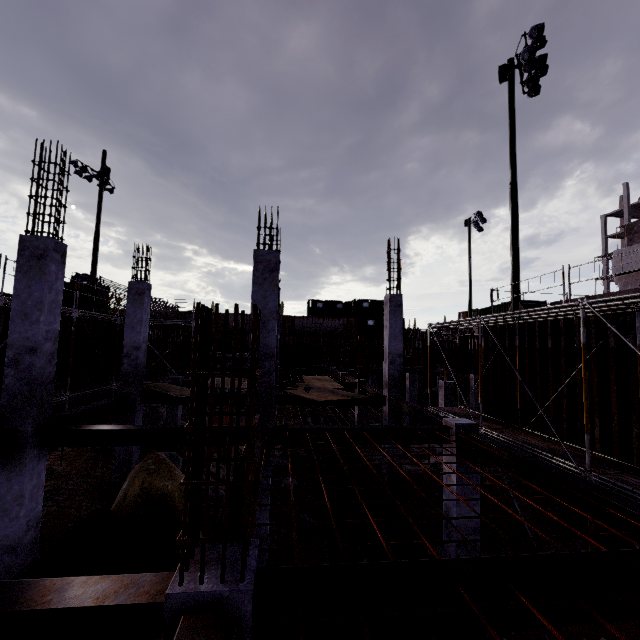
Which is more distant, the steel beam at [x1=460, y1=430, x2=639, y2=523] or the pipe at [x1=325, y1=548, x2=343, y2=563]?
the pipe at [x1=325, y1=548, x2=343, y2=563]

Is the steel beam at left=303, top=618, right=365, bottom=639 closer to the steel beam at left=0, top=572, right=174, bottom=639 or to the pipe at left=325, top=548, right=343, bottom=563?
the steel beam at left=0, top=572, right=174, bottom=639

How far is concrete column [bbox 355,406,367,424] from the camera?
17.5 meters

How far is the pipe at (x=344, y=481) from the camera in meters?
9.2 m

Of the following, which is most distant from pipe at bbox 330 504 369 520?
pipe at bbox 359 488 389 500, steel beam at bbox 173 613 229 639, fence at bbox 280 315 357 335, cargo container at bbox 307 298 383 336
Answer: cargo container at bbox 307 298 383 336

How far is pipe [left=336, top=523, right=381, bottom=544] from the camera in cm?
660

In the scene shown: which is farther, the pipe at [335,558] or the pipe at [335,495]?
the pipe at [335,495]

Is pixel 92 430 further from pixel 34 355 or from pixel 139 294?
pixel 139 294
